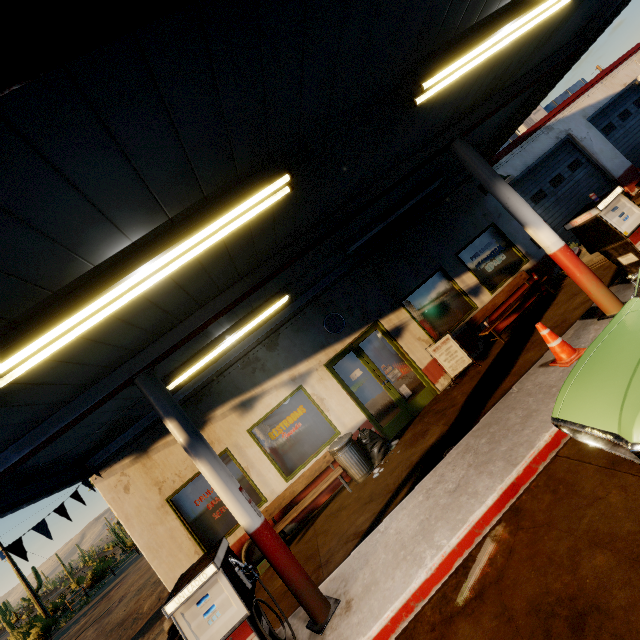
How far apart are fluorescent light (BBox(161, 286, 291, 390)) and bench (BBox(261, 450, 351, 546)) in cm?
358

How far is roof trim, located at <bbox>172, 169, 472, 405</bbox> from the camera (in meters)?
7.75

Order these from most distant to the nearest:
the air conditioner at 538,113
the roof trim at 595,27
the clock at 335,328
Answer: the air conditioner at 538,113 < the clock at 335,328 < the roof trim at 595,27

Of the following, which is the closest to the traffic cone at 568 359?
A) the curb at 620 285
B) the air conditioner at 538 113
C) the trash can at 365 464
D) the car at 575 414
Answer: the curb at 620 285

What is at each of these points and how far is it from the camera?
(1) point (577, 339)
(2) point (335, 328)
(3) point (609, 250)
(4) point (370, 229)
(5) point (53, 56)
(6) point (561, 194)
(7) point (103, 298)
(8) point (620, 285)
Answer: (1) curb, 5.36m
(2) clock, 8.54m
(3) gas pump, 5.50m
(4) fluorescent light, 7.09m
(5) beam, 1.13m
(6) garage door, 11.48m
(7) fluorescent light, 2.46m
(8) curb, 5.89m

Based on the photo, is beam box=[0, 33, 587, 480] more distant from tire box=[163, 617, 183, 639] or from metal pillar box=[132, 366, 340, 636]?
tire box=[163, 617, 183, 639]

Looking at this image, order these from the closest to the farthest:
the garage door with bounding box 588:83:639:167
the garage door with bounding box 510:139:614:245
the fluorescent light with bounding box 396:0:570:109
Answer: the fluorescent light with bounding box 396:0:570:109 < the garage door with bounding box 510:139:614:245 < the garage door with bounding box 588:83:639:167

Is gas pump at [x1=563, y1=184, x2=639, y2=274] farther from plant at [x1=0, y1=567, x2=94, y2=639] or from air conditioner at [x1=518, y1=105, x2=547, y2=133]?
plant at [x1=0, y1=567, x2=94, y2=639]
